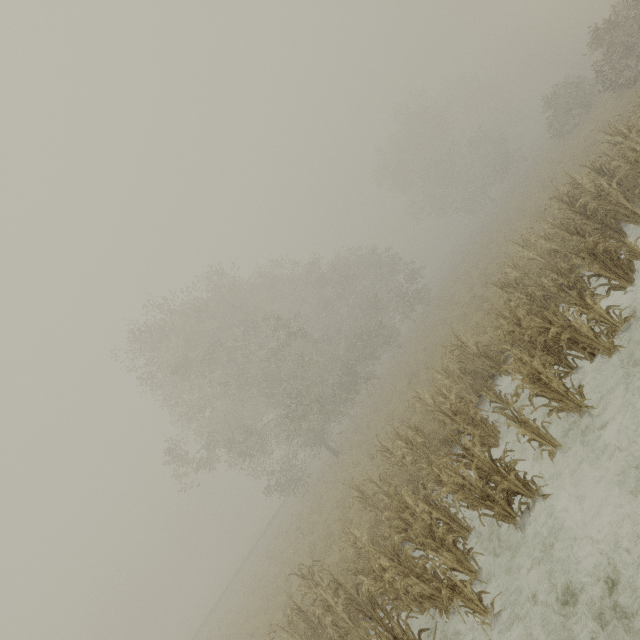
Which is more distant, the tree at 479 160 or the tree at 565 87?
the tree at 479 160

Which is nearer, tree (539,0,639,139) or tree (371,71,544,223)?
tree (539,0,639,139)

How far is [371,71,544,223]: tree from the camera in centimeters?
3794cm

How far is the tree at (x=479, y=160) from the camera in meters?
37.9

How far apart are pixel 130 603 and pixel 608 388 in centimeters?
8294cm

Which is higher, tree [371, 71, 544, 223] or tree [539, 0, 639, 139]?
tree [371, 71, 544, 223]
